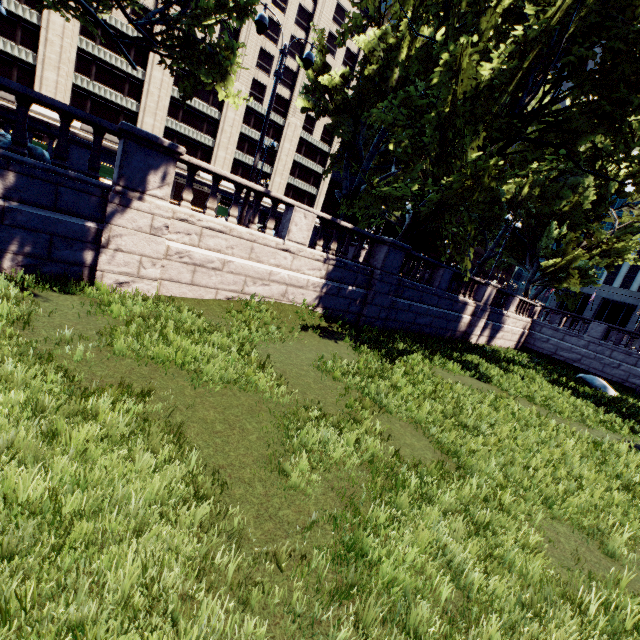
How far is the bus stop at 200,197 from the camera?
22.47m

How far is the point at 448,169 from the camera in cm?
1282

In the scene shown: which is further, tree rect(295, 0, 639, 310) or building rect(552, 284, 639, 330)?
building rect(552, 284, 639, 330)

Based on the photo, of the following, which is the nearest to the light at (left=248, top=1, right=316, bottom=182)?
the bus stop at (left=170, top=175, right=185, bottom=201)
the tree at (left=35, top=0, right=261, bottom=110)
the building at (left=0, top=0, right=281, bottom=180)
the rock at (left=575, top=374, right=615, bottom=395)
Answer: the tree at (left=35, top=0, right=261, bottom=110)

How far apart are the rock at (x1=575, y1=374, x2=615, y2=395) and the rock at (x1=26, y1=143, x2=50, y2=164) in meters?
25.8 m

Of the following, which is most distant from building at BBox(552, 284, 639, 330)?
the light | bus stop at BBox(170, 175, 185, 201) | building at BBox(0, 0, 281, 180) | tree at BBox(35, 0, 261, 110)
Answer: the light

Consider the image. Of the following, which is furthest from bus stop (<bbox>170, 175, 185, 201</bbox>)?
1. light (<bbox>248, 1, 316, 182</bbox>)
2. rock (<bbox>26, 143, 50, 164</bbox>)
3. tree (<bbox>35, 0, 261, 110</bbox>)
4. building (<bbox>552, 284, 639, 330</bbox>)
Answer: building (<bbox>552, 284, 639, 330</bbox>)

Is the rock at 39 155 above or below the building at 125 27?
below
